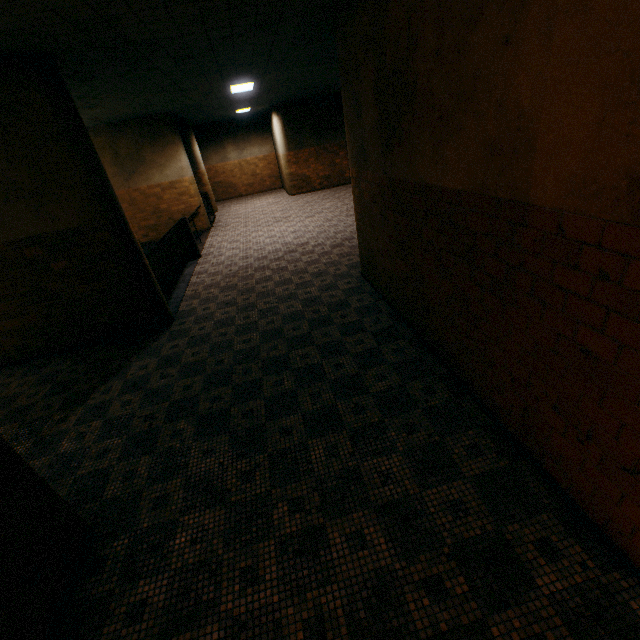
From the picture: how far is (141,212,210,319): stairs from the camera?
7.6 meters

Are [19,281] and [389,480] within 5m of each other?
no

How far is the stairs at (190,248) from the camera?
7.6m
